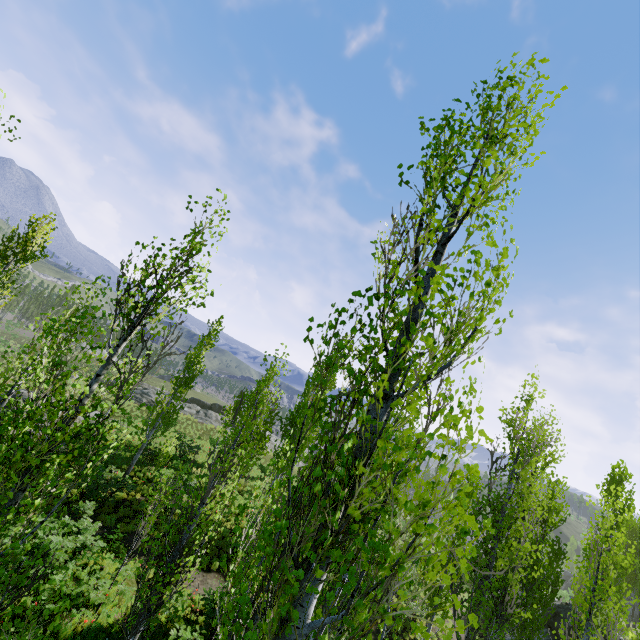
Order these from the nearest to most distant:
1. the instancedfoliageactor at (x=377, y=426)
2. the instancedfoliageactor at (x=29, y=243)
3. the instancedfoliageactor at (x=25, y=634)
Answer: the instancedfoliageactor at (x=377, y=426) → the instancedfoliageactor at (x=25, y=634) → the instancedfoliageactor at (x=29, y=243)

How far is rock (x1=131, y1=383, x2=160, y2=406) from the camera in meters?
39.4

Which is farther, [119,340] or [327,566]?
[119,340]

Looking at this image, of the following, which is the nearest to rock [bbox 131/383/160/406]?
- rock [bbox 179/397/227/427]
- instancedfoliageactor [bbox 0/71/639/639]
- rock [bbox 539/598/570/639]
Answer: instancedfoliageactor [bbox 0/71/639/639]

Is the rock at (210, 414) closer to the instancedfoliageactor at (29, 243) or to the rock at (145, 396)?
the instancedfoliageactor at (29, 243)

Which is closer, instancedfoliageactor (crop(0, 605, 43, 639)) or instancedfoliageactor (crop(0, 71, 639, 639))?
instancedfoliageactor (crop(0, 71, 639, 639))

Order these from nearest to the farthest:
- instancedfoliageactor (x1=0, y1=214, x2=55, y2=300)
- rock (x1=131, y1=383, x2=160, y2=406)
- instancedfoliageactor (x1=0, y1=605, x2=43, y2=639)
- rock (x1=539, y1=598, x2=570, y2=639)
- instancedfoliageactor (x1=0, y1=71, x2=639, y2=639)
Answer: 1. instancedfoliageactor (x1=0, y1=71, x2=639, y2=639)
2. instancedfoliageactor (x1=0, y1=605, x2=43, y2=639)
3. instancedfoliageactor (x1=0, y1=214, x2=55, y2=300)
4. rock (x1=539, y1=598, x2=570, y2=639)
5. rock (x1=131, y1=383, x2=160, y2=406)

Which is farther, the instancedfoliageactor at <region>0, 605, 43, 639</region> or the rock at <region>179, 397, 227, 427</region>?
the rock at <region>179, 397, 227, 427</region>
